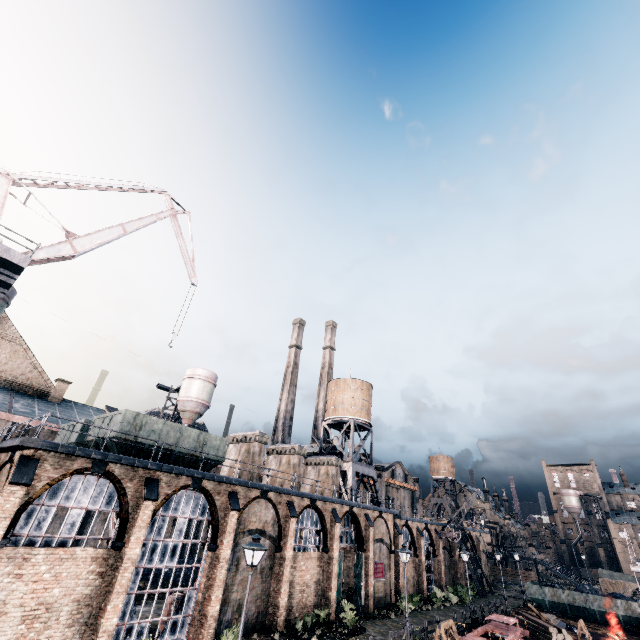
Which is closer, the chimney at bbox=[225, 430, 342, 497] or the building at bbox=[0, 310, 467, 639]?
the building at bbox=[0, 310, 467, 639]

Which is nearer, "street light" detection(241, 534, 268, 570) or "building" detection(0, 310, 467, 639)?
"street light" detection(241, 534, 268, 570)

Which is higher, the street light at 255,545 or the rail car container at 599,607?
the street light at 255,545

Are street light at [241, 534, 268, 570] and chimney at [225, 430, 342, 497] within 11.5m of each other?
no

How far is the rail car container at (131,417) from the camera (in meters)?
19.72

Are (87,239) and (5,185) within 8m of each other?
yes

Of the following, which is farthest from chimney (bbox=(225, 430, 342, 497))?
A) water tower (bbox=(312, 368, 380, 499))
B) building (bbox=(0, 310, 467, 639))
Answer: water tower (bbox=(312, 368, 380, 499))

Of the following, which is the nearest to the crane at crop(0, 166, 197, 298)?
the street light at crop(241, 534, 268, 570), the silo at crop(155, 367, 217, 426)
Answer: the silo at crop(155, 367, 217, 426)
